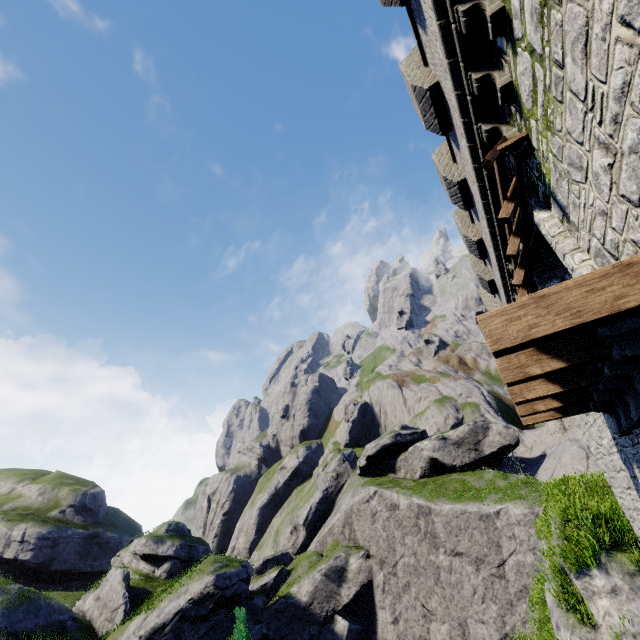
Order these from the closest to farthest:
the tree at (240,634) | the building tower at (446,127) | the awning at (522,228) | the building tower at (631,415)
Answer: the building tower at (446,127)
the building tower at (631,415)
the awning at (522,228)
the tree at (240,634)

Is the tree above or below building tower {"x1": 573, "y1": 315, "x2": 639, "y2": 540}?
below

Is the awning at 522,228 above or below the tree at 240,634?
above

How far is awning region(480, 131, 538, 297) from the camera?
5.2 meters

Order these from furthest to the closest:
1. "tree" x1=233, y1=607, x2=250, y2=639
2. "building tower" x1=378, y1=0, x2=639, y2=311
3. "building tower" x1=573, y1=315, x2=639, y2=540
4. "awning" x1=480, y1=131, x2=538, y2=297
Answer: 1. "tree" x1=233, y1=607, x2=250, y2=639
2. "awning" x1=480, y1=131, x2=538, y2=297
3. "building tower" x1=573, y1=315, x2=639, y2=540
4. "building tower" x1=378, y1=0, x2=639, y2=311

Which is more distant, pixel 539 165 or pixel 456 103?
pixel 456 103

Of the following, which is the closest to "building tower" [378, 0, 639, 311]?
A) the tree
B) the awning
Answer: the awning
